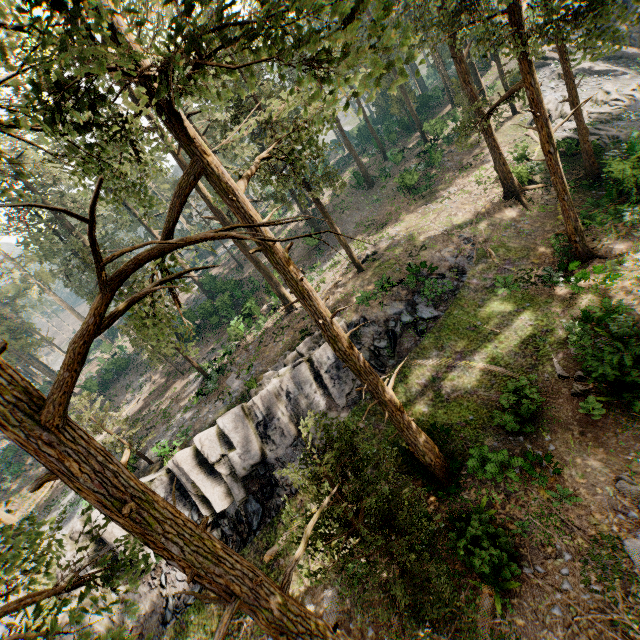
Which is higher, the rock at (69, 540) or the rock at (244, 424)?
the rock at (69, 540)

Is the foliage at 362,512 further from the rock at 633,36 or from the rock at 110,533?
the rock at 110,533

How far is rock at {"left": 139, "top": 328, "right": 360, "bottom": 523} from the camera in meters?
19.0 m

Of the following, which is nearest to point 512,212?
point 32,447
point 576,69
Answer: point 576,69

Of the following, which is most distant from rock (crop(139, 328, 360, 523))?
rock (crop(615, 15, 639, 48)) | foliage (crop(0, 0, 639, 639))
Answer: rock (crop(615, 15, 639, 48))

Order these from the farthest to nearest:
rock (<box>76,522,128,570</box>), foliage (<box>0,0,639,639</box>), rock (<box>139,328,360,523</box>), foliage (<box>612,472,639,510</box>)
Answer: rock (<box>139,328,360,523</box>), rock (<box>76,522,128,570</box>), foliage (<box>612,472,639,510</box>), foliage (<box>0,0,639,639</box>)

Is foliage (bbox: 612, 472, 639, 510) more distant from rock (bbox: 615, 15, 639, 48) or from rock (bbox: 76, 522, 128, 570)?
rock (bbox: 76, 522, 128, 570)
